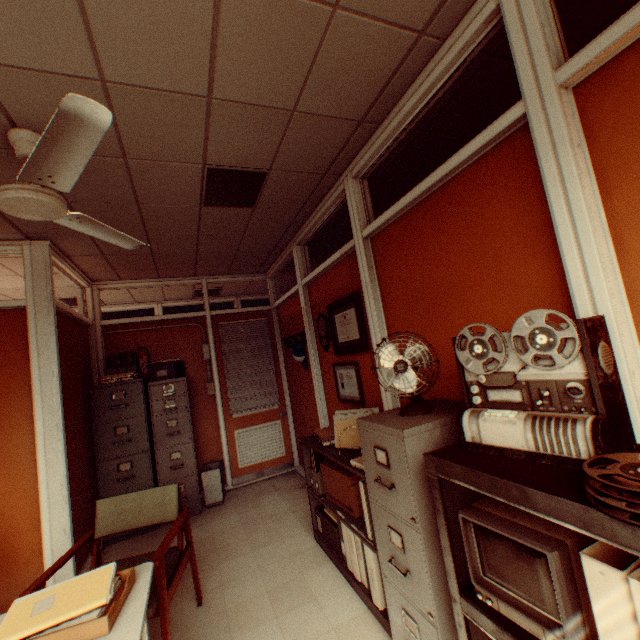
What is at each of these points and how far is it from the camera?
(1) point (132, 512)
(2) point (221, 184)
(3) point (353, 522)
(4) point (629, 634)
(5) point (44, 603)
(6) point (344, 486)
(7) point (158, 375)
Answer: (1) chair, 2.6 meters
(2) ceiling light, 2.9 meters
(3) shelf, 2.6 meters
(4) folder, 0.8 meters
(5) label, 1.3 meters
(6) paper box, 2.8 meters
(7) paper box, 4.6 meters

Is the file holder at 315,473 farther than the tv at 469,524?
Yes

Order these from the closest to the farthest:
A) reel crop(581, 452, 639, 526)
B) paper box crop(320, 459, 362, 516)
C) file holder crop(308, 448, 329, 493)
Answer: reel crop(581, 452, 639, 526) → paper box crop(320, 459, 362, 516) → file holder crop(308, 448, 329, 493)

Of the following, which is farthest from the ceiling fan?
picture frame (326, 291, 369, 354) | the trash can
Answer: the trash can

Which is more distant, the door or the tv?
the door

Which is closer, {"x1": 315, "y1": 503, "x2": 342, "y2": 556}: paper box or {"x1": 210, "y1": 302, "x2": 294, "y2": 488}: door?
{"x1": 315, "y1": 503, "x2": 342, "y2": 556}: paper box

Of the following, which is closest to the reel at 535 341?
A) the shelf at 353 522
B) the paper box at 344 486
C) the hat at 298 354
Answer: the shelf at 353 522

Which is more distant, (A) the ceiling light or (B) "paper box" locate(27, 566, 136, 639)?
(A) the ceiling light
